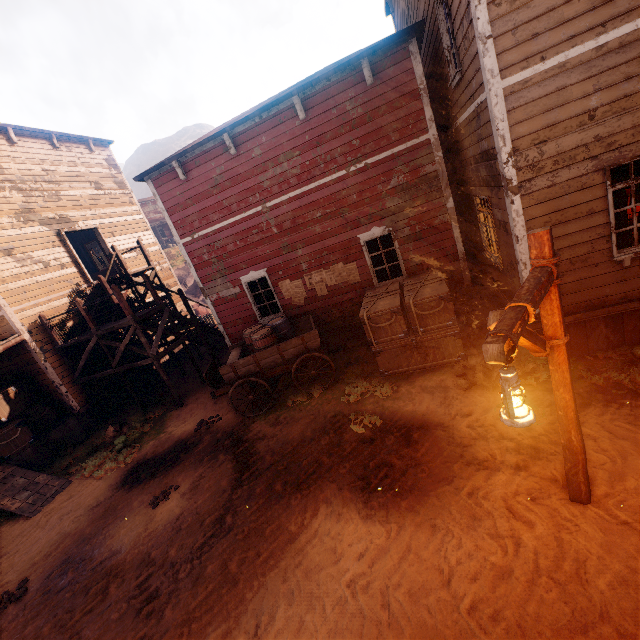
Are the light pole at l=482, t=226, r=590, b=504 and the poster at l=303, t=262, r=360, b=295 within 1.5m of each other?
no

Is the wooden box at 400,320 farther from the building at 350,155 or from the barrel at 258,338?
the barrel at 258,338

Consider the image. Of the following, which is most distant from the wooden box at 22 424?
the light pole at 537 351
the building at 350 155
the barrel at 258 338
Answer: the light pole at 537 351

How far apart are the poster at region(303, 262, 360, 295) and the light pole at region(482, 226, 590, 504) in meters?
6.1 m

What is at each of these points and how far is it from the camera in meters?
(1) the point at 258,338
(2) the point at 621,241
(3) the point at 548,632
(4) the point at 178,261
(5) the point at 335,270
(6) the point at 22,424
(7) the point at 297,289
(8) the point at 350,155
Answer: (1) barrel, 8.3 m
(2) curtain, 5.4 m
(3) z, 3.0 m
(4) z, 33.3 m
(5) poster, 9.5 m
(6) wooden box, 9.9 m
(7) poster, 10.0 m
(8) building, 8.3 m

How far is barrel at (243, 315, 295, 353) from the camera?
8.3 meters

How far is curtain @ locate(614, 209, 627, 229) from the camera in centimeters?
524cm

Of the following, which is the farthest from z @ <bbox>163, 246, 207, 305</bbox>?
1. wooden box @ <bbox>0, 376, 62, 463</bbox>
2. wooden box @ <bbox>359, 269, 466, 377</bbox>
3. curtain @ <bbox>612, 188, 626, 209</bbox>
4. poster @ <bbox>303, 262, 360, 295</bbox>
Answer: poster @ <bbox>303, 262, 360, 295</bbox>
